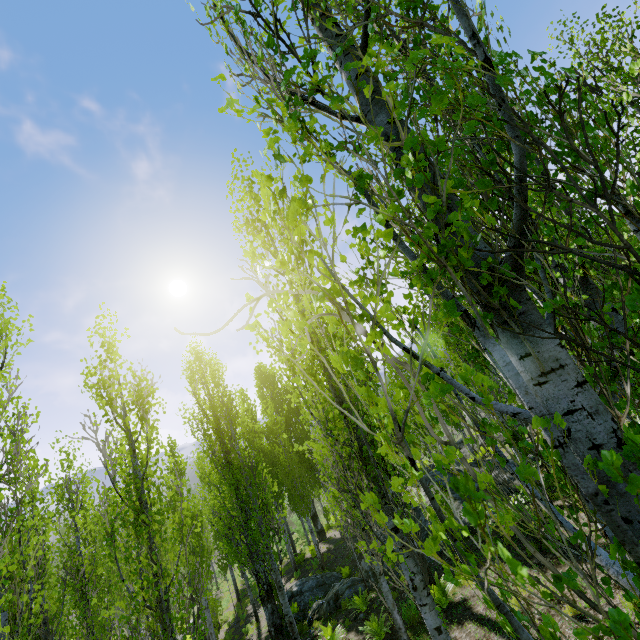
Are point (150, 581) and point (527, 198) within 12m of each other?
yes

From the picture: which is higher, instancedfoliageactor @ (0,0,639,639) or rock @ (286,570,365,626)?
instancedfoliageactor @ (0,0,639,639)

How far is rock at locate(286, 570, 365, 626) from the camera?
11.2m

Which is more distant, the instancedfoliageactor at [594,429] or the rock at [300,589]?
the rock at [300,589]

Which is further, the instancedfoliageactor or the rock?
the rock

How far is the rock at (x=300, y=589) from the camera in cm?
1121
